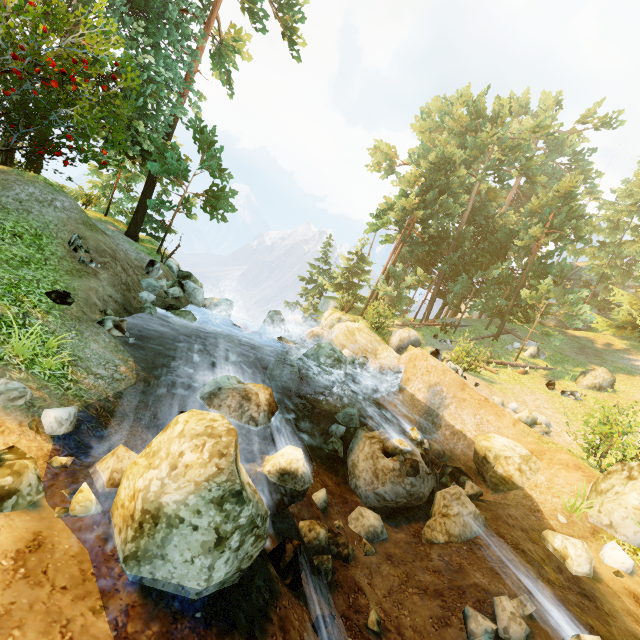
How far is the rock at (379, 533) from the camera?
8.1 meters

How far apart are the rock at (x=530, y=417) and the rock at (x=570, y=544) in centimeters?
700cm

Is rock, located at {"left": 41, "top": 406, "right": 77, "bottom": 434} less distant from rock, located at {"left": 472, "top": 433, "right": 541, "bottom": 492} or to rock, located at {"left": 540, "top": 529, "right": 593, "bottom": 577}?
rock, located at {"left": 540, "top": 529, "right": 593, "bottom": 577}

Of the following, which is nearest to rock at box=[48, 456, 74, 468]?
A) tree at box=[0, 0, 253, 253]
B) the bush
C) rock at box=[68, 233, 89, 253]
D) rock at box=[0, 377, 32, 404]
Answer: rock at box=[0, 377, 32, 404]

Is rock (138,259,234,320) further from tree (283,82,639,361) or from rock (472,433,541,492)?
rock (472,433,541,492)

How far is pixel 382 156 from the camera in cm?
3734

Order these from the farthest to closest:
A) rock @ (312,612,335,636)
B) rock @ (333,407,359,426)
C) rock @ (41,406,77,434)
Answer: rock @ (333,407,359,426), rock @ (41,406,77,434), rock @ (312,612,335,636)

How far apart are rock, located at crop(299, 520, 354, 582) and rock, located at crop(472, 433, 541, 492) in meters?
6.4
